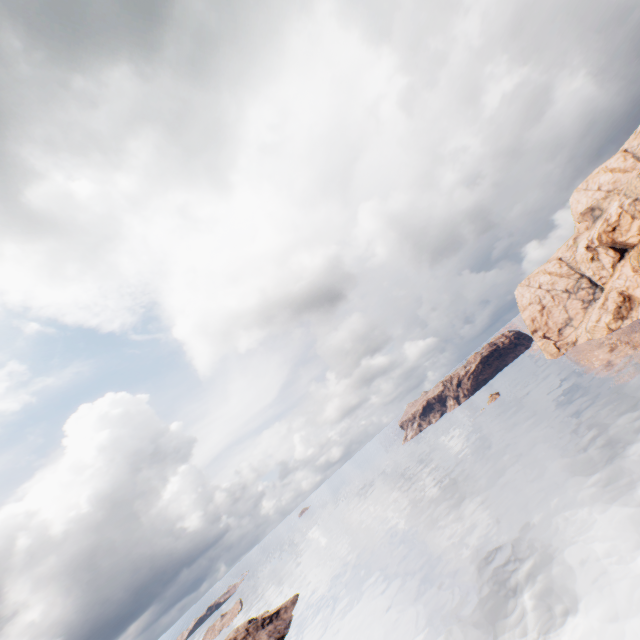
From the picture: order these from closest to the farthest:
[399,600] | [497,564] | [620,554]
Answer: [620,554]
[497,564]
[399,600]
